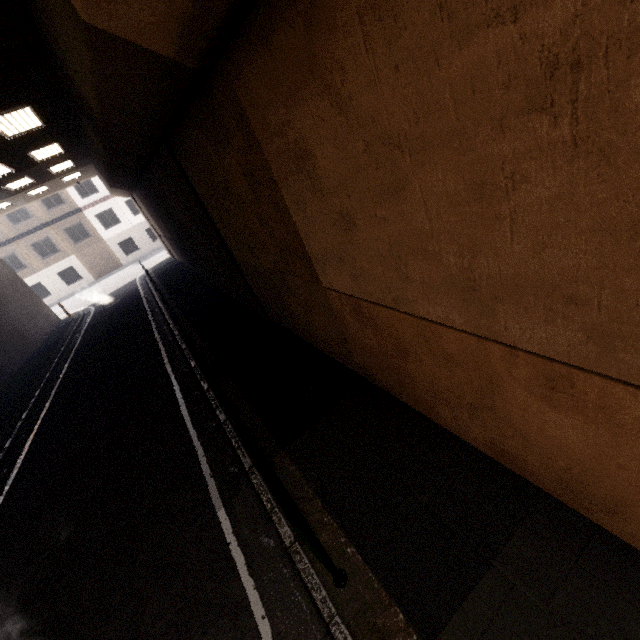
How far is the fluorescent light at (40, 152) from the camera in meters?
11.0 m

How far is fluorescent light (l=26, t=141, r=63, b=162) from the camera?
10.98m

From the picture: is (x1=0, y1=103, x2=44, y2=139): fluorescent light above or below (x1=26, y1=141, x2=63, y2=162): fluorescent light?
below

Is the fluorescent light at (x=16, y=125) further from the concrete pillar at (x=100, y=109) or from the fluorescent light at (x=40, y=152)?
the fluorescent light at (x=40, y=152)

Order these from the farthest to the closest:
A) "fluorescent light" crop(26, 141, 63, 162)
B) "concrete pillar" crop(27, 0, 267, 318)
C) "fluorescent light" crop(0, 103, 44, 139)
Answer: "fluorescent light" crop(26, 141, 63, 162) < "fluorescent light" crop(0, 103, 44, 139) < "concrete pillar" crop(27, 0, 267, 318)

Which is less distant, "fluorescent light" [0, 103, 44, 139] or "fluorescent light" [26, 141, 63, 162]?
"fluorescent light" [0, 103, 44, 139]

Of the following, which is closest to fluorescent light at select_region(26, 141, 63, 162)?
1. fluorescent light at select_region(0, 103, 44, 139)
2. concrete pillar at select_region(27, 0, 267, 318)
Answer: concrete pillar at select_region(27, 0, 267, 318)

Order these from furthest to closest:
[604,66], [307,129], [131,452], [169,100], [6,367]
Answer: [6,367] < [131,452] < [169,100] < [307,129] < [604,66]
